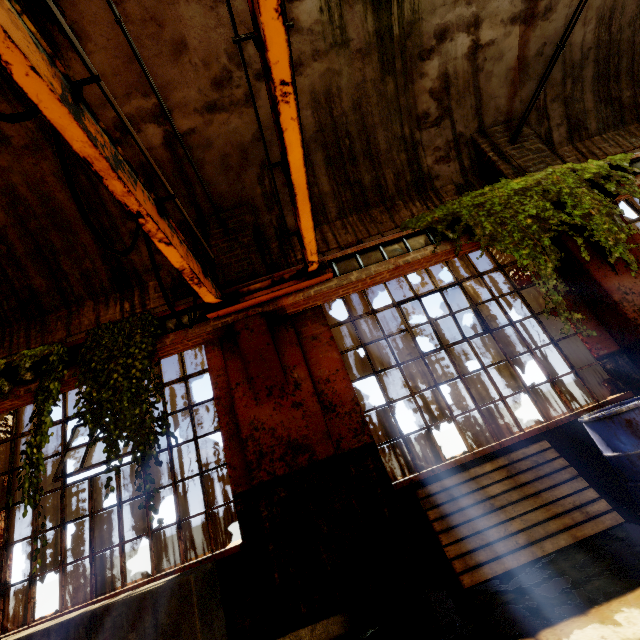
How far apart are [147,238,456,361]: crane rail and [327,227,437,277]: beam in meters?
0.1 m

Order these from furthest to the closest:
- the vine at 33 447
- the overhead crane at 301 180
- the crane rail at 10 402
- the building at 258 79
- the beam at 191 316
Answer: the building at 258 79, the crane rail at 10 402, the vine at 33 447, the beam at 191 316, the overhead crane at 301 180

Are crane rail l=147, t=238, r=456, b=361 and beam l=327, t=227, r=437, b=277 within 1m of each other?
yes

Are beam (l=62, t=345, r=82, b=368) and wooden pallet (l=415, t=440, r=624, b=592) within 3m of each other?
no

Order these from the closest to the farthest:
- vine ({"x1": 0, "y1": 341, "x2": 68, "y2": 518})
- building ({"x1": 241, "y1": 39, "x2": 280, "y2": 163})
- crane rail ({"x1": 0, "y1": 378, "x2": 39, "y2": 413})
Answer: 1. vine ({"x1": 0, "y1": 341, "x2": 68, "y2": 518})
2. crane rail ({"x1": 0, "y1": 378, "x2": 39, "y2": 413})
3. building ({"x1": 241, "y1": 39, "x2": 280, "y2": 163})

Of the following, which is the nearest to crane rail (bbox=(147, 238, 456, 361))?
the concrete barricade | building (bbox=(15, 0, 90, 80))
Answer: building (bbox=(15, 0, 90, 80))

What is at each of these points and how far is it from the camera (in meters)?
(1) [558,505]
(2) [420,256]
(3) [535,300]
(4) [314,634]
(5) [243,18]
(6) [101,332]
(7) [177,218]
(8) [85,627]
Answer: Result:
(1) wooden pallet, 3.23
(2) crane rail, 4.27
(3) building, 4.95
(4) beam, 2.91
(5) building, 4.31
(6) vine, 4.09
(7) building, 5.21
(8) concrete barricade, 2.14

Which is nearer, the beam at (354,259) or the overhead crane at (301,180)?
the overhead crane at (301,180)
